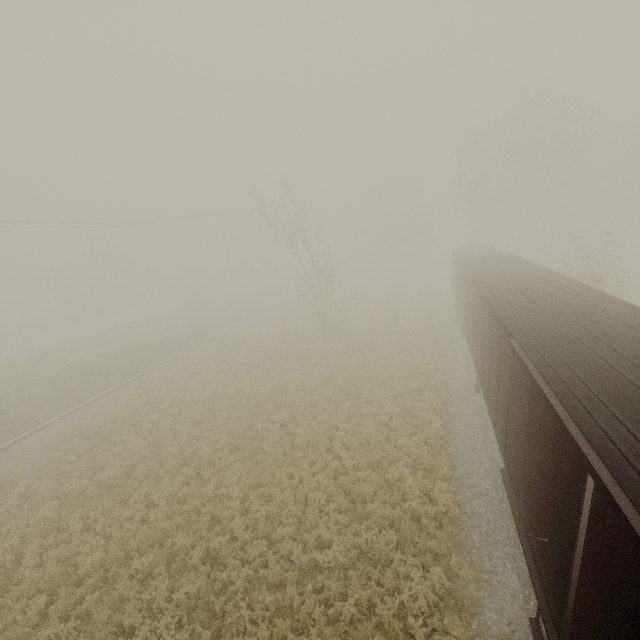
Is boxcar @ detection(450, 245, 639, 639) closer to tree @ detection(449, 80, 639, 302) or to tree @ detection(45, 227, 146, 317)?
tree @ detection(449, 80, 639, 302)

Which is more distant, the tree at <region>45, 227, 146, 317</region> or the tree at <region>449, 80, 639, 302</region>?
the tree at <region>45, 227, 146, 317</region>

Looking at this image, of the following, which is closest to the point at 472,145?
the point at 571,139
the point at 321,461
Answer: the point at 571,139

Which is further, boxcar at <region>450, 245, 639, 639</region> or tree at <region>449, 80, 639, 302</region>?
tree at <region>449, 80, 639, 302</region>

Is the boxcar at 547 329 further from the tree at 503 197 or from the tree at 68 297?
the tree at 68 297

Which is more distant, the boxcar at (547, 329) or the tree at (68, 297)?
the tree at (68, 297)

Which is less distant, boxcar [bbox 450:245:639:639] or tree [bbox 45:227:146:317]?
boxcar [bbox 450:245:639:639]
